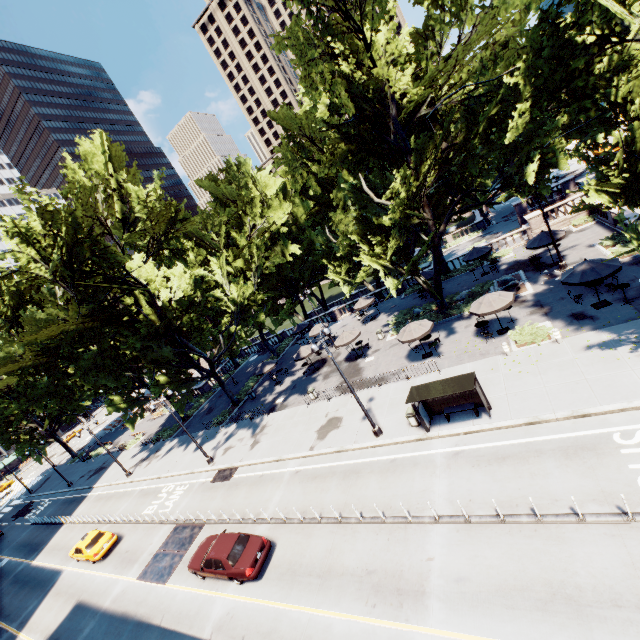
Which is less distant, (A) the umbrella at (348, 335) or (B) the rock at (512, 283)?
(B) the rock at (512, 283)

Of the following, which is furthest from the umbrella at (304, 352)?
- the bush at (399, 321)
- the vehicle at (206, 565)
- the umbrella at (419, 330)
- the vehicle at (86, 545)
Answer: the vehicle at (86, 545)

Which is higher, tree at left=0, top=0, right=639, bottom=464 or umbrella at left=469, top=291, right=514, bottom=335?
tree at left=0, top=0, right=639, bottom=464

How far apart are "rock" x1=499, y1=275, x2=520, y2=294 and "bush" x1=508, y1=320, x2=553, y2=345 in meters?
6.0 m

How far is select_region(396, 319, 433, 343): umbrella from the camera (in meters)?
22.62

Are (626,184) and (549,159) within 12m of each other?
yes

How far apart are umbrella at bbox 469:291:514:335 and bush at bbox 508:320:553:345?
1.6 meters

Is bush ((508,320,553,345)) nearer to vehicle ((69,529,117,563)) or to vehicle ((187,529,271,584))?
vehicle ((187,529,271,584))
